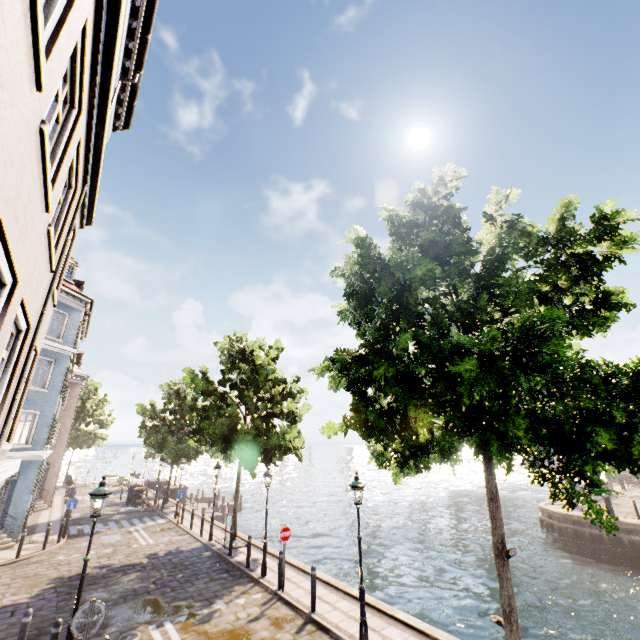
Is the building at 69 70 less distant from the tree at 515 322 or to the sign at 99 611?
the sign at 99 611

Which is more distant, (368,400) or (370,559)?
(370,559)

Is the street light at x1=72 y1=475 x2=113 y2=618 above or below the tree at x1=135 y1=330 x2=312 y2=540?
below

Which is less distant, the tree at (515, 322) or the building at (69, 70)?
the building at (69, 70)

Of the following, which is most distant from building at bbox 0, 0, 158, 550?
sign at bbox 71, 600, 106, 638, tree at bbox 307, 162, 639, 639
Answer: tree at bbox 307, 162, 639, 639

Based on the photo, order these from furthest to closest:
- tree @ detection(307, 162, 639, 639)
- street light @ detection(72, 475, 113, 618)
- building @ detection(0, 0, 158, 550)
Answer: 1. street light @ detection(72, 475, 113, 618)
2. tree @ detection(307, 162, 639, 639)
3. building @ detection(0, 0, 158, 550)

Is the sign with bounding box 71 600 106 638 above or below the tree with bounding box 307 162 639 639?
below

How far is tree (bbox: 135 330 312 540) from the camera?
16.0 meters
